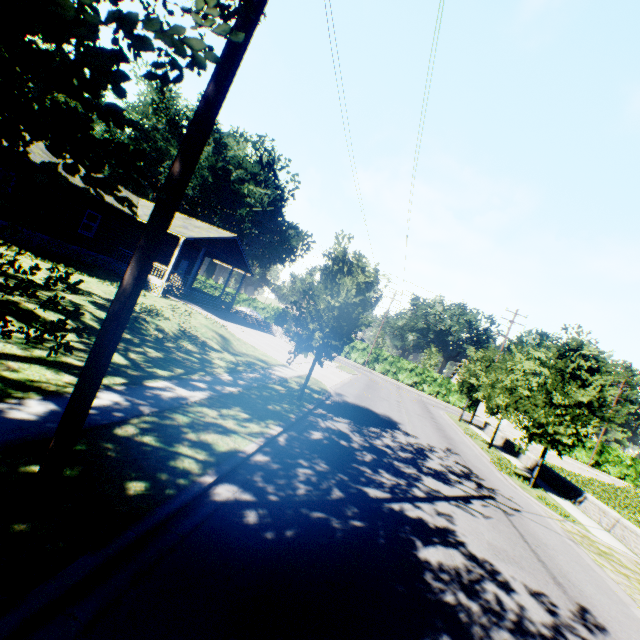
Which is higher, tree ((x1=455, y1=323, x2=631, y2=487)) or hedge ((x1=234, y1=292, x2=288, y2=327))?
tree ((x1=455, y1=323, x2=631, y2=487))

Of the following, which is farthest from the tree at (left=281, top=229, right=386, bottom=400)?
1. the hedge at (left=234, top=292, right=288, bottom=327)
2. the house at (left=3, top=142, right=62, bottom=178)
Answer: the hedge at (left=234, top=292, right=288, bottom=327)

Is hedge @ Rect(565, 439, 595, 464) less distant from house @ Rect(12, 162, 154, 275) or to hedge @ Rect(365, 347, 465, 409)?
hedge @ Rect(365, 347, 465, 409)

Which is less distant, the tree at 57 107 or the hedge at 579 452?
the tree at 57 107

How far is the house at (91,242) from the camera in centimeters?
1819cm

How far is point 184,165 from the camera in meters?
3.5 m

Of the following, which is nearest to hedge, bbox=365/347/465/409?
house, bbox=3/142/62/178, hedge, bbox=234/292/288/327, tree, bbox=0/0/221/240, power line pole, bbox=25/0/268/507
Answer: hedge, bbox=234/292/288/327

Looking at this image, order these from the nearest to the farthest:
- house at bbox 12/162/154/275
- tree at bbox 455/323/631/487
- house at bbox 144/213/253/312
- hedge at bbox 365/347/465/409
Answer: tree at bbox 455/323/631/487, house at bbox 12/162/154/275, house at bbox 144/213/253/312, hedge at bbox 365/347/465/409
